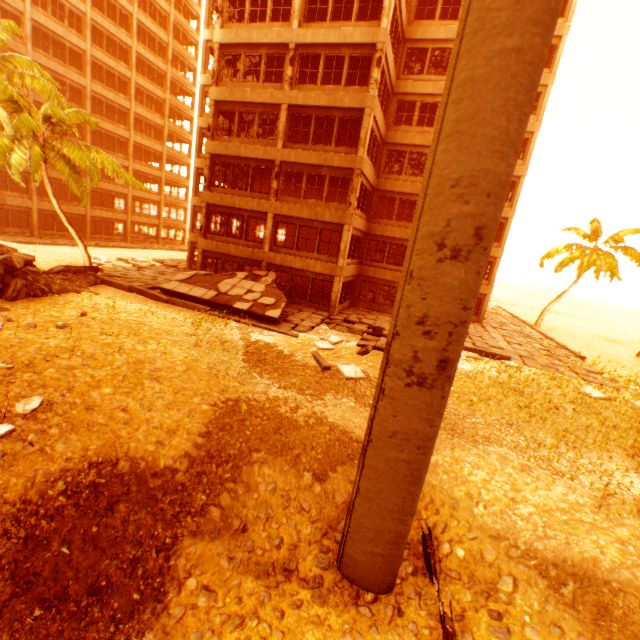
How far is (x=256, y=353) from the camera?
12.9 meters

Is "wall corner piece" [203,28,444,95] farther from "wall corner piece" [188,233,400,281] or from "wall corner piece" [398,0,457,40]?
"wall corner piece" [188,233,400,281]

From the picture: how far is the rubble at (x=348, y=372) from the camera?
12.2m

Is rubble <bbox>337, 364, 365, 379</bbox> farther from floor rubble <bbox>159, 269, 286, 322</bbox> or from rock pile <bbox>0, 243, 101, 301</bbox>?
floor rubble <bbox>159, 269, 286, 322</bbox>

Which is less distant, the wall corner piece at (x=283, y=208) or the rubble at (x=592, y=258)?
the wall corner piece at (x=283, y=208)

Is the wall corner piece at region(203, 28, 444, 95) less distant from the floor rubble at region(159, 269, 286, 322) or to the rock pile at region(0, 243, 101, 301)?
the floor rubble at region(159, 269, 286, 322)

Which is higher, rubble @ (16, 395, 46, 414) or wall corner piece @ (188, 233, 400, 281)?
wall corner piece @ (188, 233, 400, 281)

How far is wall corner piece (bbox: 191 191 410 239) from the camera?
18.5m
